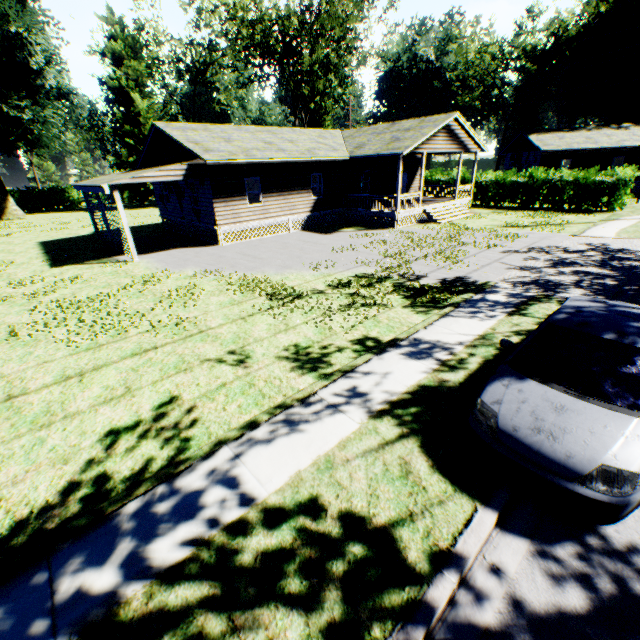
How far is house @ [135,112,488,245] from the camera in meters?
18.2

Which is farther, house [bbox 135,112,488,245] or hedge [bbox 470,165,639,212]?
hedge [bbox 470,165,639,212]

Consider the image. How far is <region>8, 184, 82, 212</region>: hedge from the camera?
43.3m

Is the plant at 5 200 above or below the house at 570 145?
below

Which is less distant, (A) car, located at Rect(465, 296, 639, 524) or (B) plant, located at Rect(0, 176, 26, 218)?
(A) car, located at Rect(465, 296, 639, 524)

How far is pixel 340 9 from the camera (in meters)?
37.19

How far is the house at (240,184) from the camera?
18.2m

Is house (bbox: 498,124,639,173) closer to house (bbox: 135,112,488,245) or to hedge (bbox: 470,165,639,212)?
hedge (bbox: 470,165,639,212)
